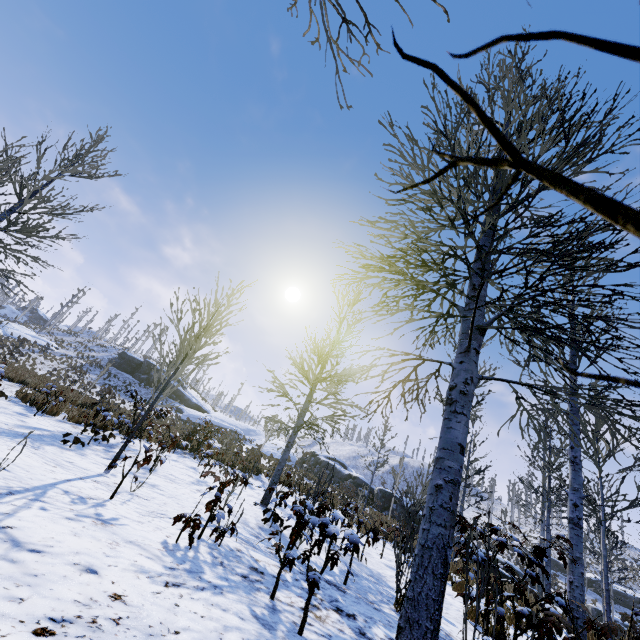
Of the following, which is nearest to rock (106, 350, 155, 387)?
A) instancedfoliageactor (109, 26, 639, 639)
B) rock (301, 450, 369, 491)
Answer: rock (301, 450, 369, 491)

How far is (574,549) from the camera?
6.47m

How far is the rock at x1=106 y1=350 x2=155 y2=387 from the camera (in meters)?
41.56

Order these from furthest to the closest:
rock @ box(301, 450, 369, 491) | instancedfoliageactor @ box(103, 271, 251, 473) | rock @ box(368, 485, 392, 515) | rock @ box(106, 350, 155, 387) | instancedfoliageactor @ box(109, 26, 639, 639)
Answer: rock @ box(106, 350, 155, 387) → rock @ box(301, 450, 369, 491) → rock @ box(368, 485, 392, 515) → instancedfoliageactor @ box(103, 271, 251, 473) → instancedfoliageactor @ box(109, 26, 639, 639)

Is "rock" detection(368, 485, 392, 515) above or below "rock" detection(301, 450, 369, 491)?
below

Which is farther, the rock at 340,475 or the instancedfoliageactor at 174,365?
the rock at 340,475

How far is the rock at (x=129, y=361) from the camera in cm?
4156
